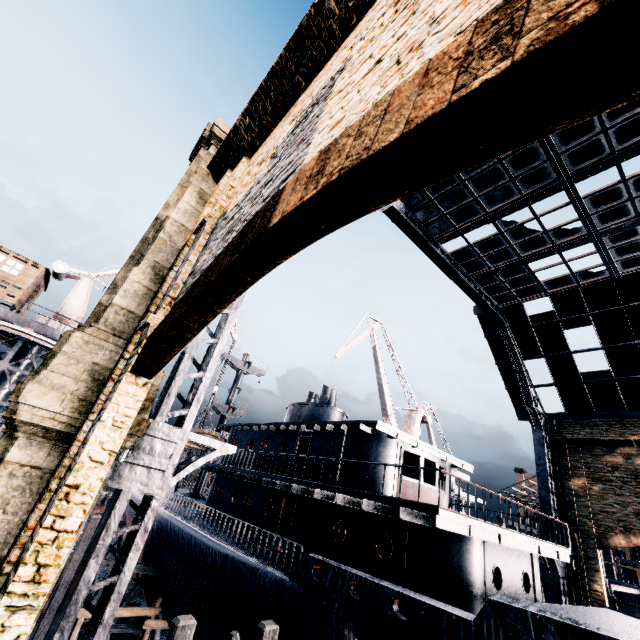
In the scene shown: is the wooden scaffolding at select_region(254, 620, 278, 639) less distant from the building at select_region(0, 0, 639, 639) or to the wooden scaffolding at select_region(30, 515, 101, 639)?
the wooden scaffolding at select_region(30, 515, 101, 639)

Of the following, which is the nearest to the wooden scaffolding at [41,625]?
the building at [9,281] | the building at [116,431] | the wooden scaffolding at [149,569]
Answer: the wooden scaffolding at [149,569]

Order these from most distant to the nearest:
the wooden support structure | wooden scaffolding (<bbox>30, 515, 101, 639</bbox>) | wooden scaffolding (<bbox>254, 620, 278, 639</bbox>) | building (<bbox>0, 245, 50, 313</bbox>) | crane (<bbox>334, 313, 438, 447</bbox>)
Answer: crane (<bbox>334, 313, 438, 447</bbox>), building (<bbox>0, 245, 50, 313</bbox>), the wooden support structure, wooden scaffolding (<bbox>30, 515, 101, 639</bbox>), wooden scaffolding (<bbox>254, 620, 278, 639</bbox>)

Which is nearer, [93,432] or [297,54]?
[93,432]

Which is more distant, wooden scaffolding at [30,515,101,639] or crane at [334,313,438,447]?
crane at [334,313,438,447]

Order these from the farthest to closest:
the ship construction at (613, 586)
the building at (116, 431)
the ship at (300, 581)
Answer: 1. the ship construction at (613, 586)
2. the ship at (300, 581)
3. the building at (116, 431)

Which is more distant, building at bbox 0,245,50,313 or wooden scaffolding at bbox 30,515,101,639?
building at bbox 0,245,50,313

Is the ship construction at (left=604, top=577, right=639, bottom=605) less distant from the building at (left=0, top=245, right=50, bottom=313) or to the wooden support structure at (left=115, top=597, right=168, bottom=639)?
the wooden support structure at (left=115, top=597, right=168, bottom=639)
